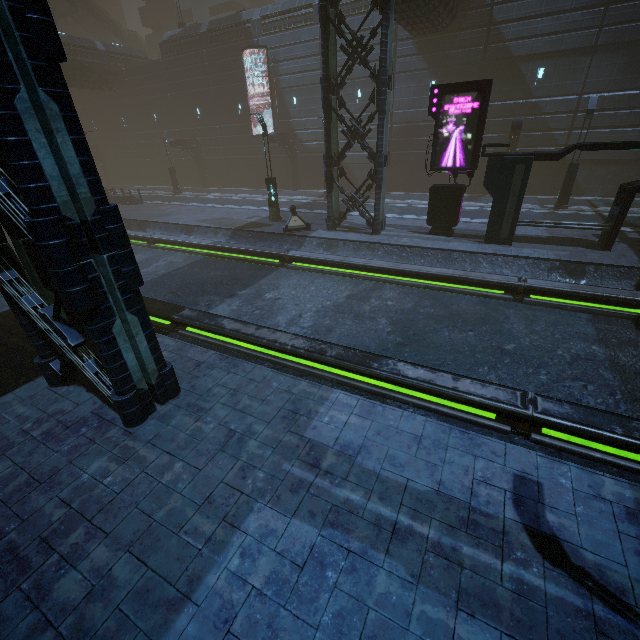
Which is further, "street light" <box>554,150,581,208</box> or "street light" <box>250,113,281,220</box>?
"street light" <box>554,150,581,208</box>

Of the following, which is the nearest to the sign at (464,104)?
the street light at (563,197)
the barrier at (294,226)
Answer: the barrier at (294,226)

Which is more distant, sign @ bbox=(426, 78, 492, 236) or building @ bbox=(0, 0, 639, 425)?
sign @ bbox=(426, 78, 492, 236)

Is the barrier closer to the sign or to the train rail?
the train rail

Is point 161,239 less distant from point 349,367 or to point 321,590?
point 349,367

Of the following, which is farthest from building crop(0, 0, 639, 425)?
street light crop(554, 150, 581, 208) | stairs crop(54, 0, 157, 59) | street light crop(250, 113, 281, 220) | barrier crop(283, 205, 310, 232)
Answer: street light crop(250, 113, 281, 220)

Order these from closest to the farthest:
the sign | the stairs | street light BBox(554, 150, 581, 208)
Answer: the sign, street light BBox(554, 150, 581, 208), the stairs

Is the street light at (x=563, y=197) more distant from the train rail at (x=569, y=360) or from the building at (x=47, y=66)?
the train rail at (x=569, y=360)
